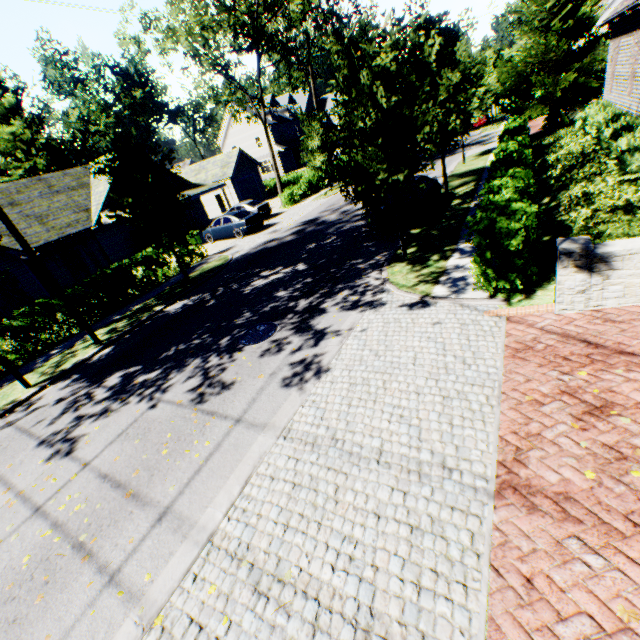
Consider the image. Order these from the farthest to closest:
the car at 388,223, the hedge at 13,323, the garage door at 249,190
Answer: the garage door at 249,190, the car at 388,223, the hedge at 13,323

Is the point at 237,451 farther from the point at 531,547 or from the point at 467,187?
the point at 467,187

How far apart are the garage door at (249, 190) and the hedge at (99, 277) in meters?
22.0 m

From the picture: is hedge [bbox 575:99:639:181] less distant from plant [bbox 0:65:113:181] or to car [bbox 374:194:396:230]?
car [bbox 374:194:396:230]

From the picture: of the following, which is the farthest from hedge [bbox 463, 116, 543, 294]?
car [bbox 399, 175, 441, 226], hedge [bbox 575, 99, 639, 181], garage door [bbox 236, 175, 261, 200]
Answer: garage door [bbox 236, 175, 261, 200]

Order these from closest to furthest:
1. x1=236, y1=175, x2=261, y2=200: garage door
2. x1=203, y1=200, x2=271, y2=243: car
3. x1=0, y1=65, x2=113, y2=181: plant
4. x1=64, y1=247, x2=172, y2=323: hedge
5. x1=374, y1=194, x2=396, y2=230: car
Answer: x1=374, y1=194, x2=396, y2=230: car < x1=64, y1=247, x2=172, y2=323: hedge < x1=203, y1=200, x2=271, y2=243: car < x1=236, y1=175, x2=261, y2=200: garage door < x1=0, y1=65, x2=113, y2=181: plant

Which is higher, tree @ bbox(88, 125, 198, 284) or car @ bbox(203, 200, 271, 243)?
tree @ bbox(88, 125, 198, 284)

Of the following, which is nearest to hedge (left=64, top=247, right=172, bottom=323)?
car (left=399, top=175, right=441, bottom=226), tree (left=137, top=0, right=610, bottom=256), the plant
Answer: tree (left=137, top=0, right=610, bottom=256)
